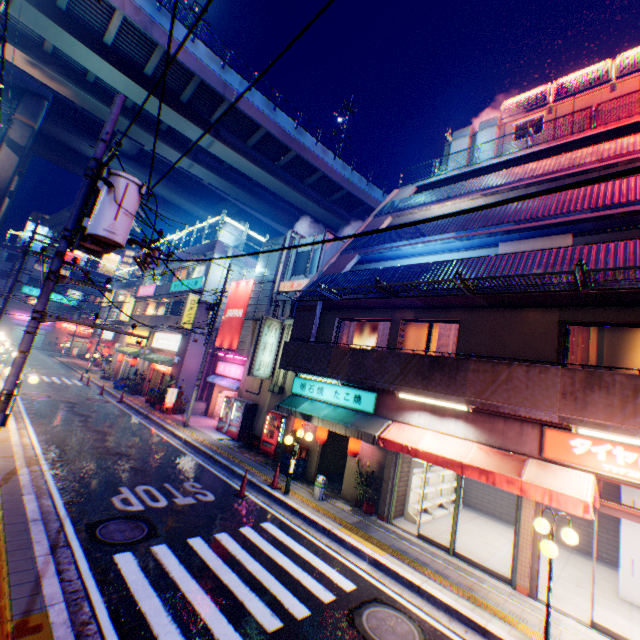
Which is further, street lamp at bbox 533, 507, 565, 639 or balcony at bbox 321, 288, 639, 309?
balcony at bbox 321, 288, 639, 309

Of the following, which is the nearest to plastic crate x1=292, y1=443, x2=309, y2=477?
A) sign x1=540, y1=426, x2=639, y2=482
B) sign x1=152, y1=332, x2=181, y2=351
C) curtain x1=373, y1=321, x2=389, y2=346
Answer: curtain x1=373, y1=321, x2=389, y2=346

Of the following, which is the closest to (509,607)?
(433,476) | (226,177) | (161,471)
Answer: (433,476)

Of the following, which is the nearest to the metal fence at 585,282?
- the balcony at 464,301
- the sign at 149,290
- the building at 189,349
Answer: the balcony at 464,301

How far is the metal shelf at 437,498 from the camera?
11.82m

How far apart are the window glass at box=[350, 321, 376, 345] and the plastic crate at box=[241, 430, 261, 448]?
6.8m

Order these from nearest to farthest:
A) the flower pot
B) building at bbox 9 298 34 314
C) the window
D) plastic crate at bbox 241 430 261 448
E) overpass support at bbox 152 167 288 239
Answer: the flower pot → plastic crate at bbox 241 430 261 448 → the window → overpass support at bbox 152 167 288 239 → building at bbox 9 298 34 314

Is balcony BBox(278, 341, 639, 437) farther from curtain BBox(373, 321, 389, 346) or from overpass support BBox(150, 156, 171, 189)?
overpass support BBox(150, 156, 171, 189)
